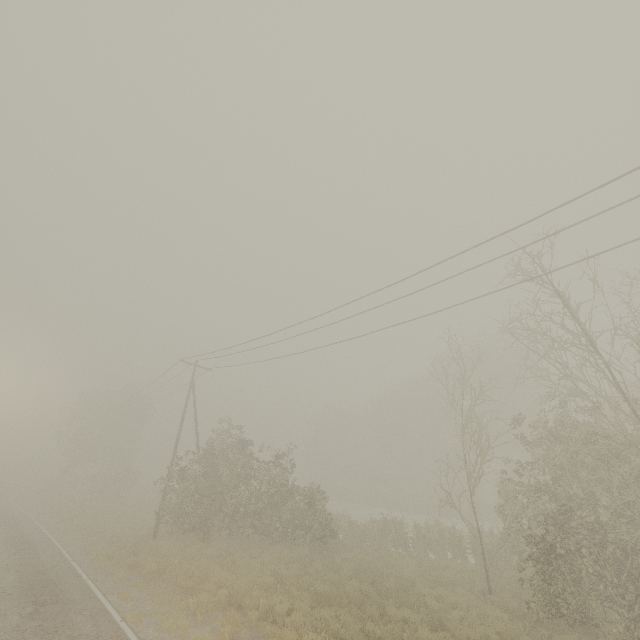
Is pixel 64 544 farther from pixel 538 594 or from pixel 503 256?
pixel 503 256
